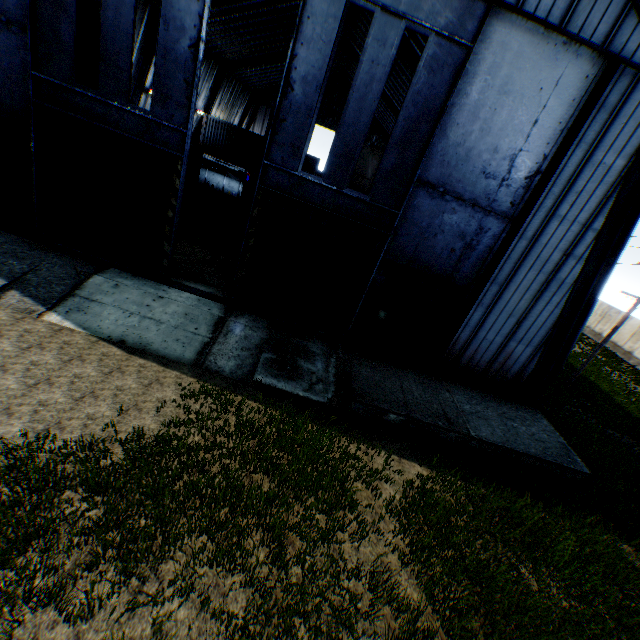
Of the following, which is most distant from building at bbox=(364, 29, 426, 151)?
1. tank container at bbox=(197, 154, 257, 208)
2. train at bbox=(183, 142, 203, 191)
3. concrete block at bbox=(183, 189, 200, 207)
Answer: concrete block at bbox=(183, 189, 200, 207)

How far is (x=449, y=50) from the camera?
8.5m

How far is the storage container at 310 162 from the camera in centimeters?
3350cm

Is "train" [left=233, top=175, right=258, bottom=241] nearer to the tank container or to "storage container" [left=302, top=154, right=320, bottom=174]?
the tank container

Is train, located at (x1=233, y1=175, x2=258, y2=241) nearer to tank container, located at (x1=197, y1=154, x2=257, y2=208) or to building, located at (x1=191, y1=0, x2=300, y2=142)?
building, located at (x1=191, y1=0, x2=300, y2=142)

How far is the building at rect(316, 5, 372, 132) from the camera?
25.81m

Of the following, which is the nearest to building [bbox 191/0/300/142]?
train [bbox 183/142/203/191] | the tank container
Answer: train [bbox 183/142/203/191]

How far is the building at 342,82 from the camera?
25.81m
